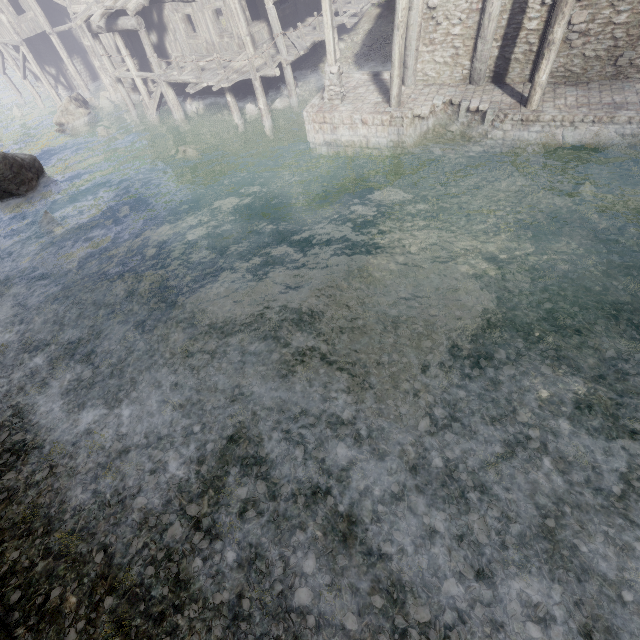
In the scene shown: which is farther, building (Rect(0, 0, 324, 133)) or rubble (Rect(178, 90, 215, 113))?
rubble (Rect(178, 90, 215, 113))

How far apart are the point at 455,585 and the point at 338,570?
1.7 meters

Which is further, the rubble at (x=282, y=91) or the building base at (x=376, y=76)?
the rubble at (x=282, y=91)

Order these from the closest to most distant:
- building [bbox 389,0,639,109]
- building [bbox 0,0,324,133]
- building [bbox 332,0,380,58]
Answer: building [bbox 389,0,639,109]
building [bbox 0,0,324,133]
building [bbox 332,0,380,58]

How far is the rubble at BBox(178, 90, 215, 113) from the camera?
19.6 meters

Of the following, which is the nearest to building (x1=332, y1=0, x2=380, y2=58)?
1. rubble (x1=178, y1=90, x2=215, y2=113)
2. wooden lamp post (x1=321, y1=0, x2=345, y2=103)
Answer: rubble (x1=178, y1=90, x2=215, y2=113)

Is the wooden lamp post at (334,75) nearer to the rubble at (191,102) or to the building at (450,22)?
the building at (450,22)

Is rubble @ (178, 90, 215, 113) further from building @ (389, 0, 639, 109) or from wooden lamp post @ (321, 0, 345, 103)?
wooden lamp post @ (321, 0, 345, 103)
